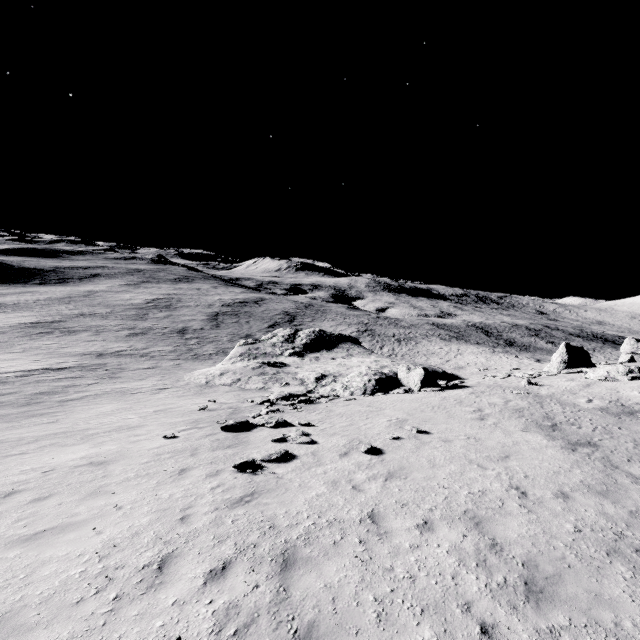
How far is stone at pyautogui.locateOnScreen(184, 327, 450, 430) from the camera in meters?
23.2

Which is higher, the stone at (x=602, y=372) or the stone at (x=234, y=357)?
the stone at (x=602, y=372)

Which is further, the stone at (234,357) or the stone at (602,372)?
the stone at (234,357)

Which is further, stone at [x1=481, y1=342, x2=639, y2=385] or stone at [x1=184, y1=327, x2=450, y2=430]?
stone at [x1=184, y1=327, x2=450, y2=430]

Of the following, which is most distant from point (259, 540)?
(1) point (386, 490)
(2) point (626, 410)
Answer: (2) point (626, 410)

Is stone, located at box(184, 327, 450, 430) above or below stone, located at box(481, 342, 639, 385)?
below
